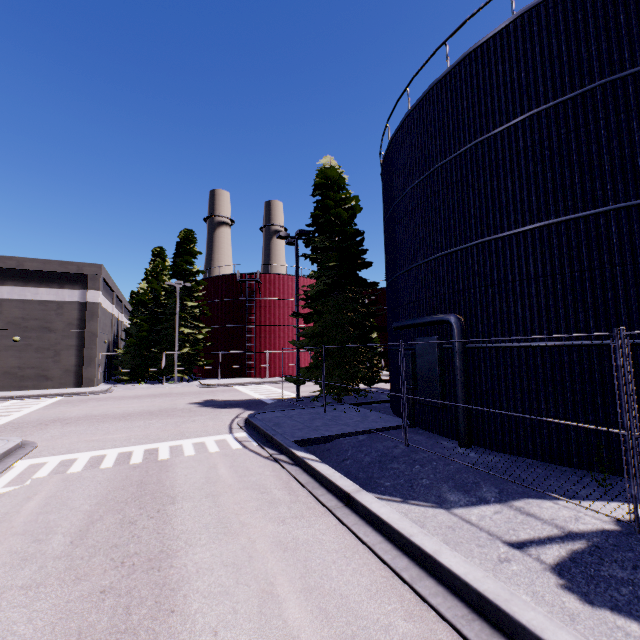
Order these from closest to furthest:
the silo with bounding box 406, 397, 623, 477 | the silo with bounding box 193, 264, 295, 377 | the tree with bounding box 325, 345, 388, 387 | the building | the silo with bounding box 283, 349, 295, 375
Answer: the silo with bounding box 406, 397, 623, 477 → the tree with bounding box 325, 345, 388, 387 → the building → the silo with bounding box 193, 264, 295, 377 → the silo with bounding box 283, 349, 295, 375

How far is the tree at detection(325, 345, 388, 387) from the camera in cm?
1600

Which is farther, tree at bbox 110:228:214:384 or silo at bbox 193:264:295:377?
silo at bbox 193:264:295:377

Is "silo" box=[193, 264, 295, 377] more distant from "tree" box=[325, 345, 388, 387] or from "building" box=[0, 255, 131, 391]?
"tree" box=[325, 345, 388, 387]

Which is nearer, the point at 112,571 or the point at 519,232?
the point at 112,571

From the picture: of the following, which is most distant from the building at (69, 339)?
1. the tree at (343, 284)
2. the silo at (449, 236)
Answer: the tree at (343, 284)

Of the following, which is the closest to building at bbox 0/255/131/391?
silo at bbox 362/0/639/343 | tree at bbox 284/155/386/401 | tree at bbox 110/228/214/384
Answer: silo at bbox 362/0/639/343

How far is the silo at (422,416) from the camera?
7.3m
